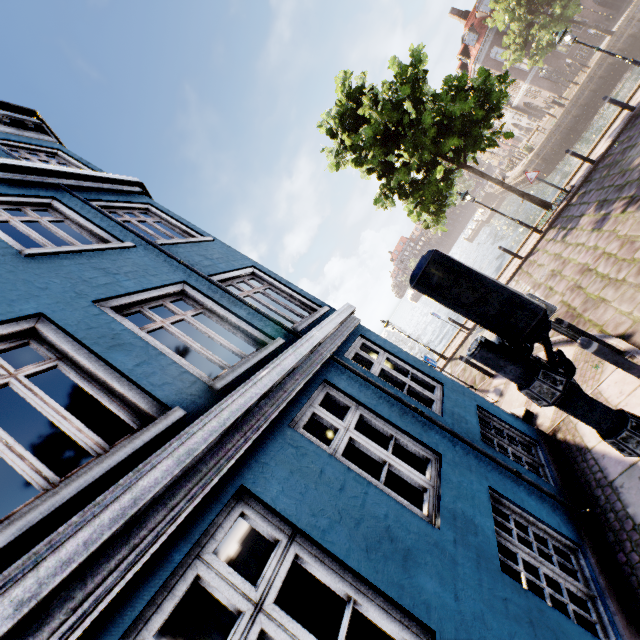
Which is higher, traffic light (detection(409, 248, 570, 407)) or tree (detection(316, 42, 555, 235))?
tree (detection(316, 42, 555, 235))

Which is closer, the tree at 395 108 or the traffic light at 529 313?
the traffic light at 529 313

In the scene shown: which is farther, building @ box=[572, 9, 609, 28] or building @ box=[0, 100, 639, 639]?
building @ box=[572, 9, 609, 28]

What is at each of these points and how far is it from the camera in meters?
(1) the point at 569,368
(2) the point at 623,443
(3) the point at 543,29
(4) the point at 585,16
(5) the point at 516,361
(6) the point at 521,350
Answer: (1) pedestrian light, 2.0
(2) pedestrian light, 1.7
(3) tree, 27.0
(4) building, 33.1
(5) traffic light pole, 1.9
(6) pedestrian light, 2.1

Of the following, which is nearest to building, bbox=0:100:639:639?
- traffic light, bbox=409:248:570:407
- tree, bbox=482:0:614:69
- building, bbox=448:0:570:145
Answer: traffic light, bbox=409:248:570:407

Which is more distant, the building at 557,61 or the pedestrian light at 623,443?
the building at 557,61

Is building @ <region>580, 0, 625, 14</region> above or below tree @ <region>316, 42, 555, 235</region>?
below
